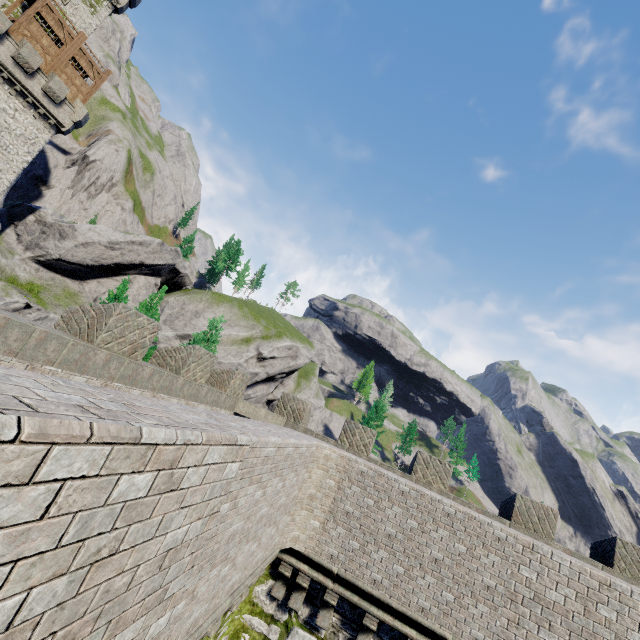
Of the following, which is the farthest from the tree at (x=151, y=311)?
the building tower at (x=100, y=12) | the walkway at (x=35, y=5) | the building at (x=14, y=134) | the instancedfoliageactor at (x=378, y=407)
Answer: the instancedfoliageactor at (x=378, y=407)

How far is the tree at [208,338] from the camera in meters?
14.6 m

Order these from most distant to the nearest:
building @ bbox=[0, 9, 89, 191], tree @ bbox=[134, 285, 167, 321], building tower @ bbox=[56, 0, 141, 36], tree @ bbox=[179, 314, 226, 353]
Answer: building tower @ bbox=[56, 0, 141, 36] < building @ bbox=[0, 9, 89, 191] < tree @ bbox=[134, 285, 167, 321] < tree @ bbox=[179, 314, 226, 353]

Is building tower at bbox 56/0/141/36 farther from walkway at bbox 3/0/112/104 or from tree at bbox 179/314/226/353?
tree at bbox 179/314/226/353

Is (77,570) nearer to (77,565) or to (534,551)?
(77,565)

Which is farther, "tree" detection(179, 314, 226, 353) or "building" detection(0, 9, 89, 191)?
"building" detection(0, 9, 89, 191)

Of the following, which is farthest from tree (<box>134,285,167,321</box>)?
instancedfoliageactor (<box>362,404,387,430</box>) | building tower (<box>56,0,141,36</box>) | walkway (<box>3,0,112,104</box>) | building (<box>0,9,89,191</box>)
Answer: instancedfoliageactor (<box>362,404,387,430</box>)

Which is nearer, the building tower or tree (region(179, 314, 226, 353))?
tree (region(179, 314, 226, 353))
